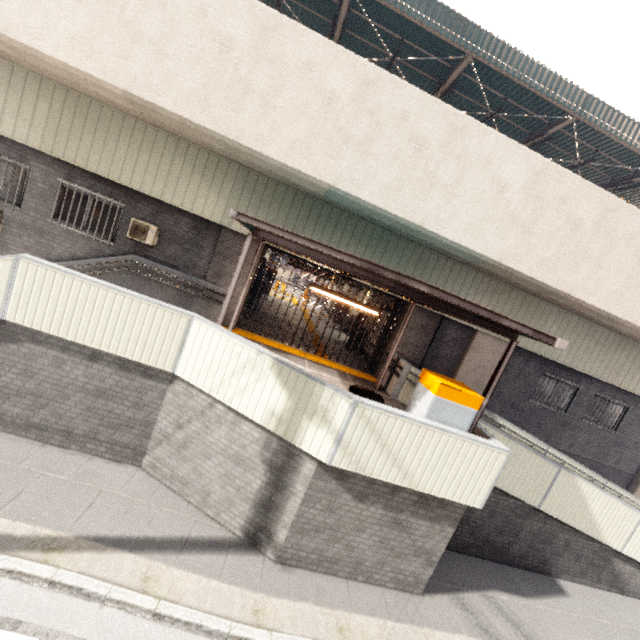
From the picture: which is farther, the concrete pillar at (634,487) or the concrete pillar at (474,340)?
the concrete pillar at (634,487)

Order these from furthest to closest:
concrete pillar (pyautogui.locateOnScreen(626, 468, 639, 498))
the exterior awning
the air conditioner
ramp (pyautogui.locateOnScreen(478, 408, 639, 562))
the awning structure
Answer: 1. concrete pillar (pyautogui.locateOnScreen(626, 468, 639, 498))
2. the awning structure
3. the air conditioner
4. ramp (pyautogui.locateOnScreen(478, 408, 639, 562))
5. the exterior awning

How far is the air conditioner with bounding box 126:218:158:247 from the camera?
9.4m

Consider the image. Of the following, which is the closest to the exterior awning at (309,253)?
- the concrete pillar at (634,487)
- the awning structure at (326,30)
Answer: the awning structure at (326,30)

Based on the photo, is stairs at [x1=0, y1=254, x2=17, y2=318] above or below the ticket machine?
below

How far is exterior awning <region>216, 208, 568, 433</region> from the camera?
5.01m

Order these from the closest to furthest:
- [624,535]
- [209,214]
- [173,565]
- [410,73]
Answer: [173,565] < [624,535] < [209,214] < [410,73]

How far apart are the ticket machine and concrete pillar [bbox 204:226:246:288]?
6.32m
